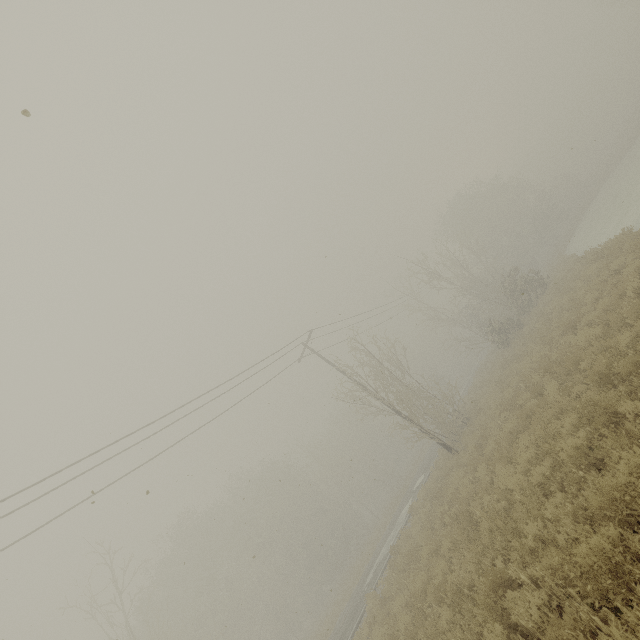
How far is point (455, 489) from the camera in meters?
13.8
